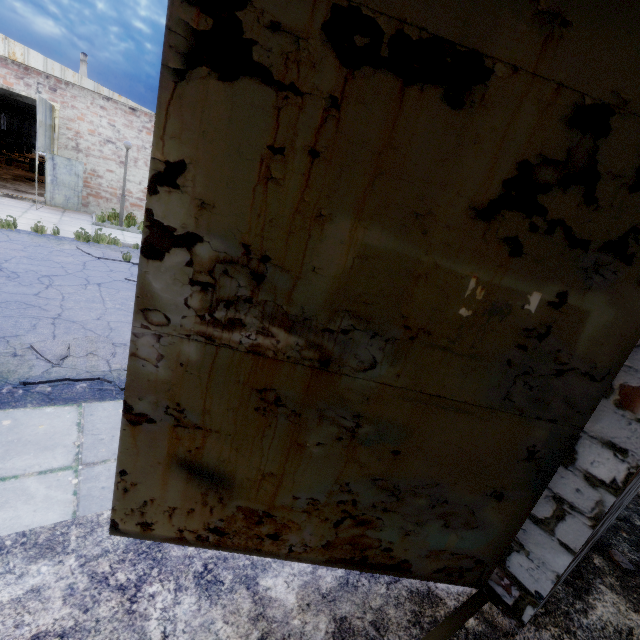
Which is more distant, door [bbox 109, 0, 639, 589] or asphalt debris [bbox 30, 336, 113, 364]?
asphalt debris [bbox 30, 336, 113, 364]

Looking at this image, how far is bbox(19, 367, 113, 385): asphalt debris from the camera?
3.8m

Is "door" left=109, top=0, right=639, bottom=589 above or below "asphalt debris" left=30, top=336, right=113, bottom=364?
above

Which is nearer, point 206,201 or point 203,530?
point 206,201

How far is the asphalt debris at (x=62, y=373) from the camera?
3.8 meters

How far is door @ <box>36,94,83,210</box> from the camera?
11.5m

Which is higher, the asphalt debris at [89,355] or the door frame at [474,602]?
the door frame at [474,602]
